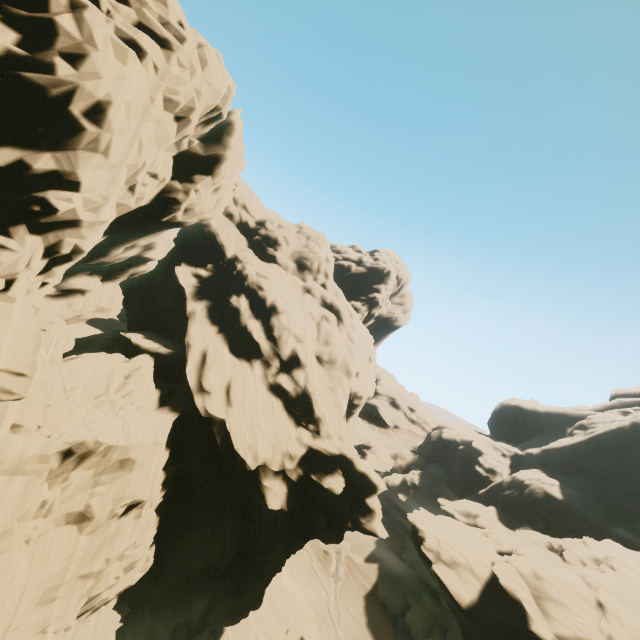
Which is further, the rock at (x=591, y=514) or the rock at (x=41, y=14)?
the rock at (x=591, y=514)

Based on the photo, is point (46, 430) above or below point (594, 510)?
below

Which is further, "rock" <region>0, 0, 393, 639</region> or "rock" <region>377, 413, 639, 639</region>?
"rock" <region>377, 413, 639, 639</region>
